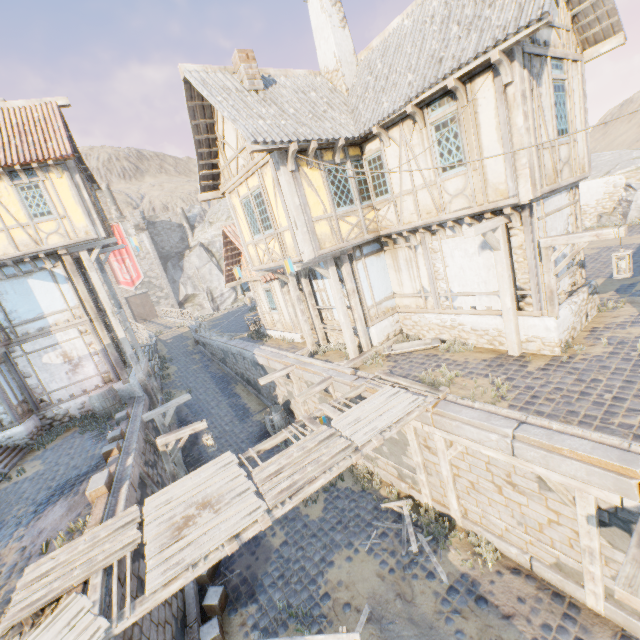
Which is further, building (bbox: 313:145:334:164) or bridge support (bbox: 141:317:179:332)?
bridge support (bbox: 141:317:179:332)

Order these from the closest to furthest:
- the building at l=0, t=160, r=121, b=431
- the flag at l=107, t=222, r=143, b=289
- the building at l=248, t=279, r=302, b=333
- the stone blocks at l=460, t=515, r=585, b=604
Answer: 1. the stone blocks at l=460, t=515, r=585, b=604
2. the building at l=0, t=160, r=121, b=431
3. the building at l=248, t=279, r=302, b=333
4. the flag at l=107, t=222, r=143, b=289

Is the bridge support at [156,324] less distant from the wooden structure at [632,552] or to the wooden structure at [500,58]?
the wooden structure at [632,552]

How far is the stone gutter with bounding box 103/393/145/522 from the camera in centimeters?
734cm

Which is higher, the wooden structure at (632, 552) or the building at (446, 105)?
the building at (446, 105)

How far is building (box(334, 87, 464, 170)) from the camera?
7.7 meters

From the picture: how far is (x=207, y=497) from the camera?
6.4m

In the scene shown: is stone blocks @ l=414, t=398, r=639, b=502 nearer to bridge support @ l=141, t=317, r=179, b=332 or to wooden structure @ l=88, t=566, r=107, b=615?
wooden structure @ l=88, t=566, r=107, b=615
